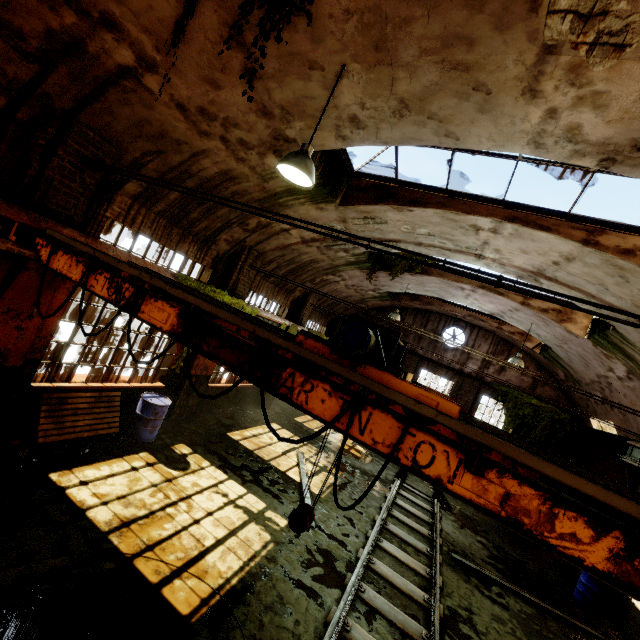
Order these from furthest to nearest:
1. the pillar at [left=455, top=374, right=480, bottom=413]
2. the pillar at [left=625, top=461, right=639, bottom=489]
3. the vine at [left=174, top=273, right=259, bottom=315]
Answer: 1. the pillar at [left=455, top=374, right=480, bottom=413]
2. the pillar at [left=625, top=461, right=639, bottom=489]
3. the vine at [left=174, top=273, right=259, bottom=315]

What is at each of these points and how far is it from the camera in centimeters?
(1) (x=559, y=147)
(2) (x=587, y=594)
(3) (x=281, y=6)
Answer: (1) building, 441cm
(2) barrel, 889cm
(3) vine, 278cm

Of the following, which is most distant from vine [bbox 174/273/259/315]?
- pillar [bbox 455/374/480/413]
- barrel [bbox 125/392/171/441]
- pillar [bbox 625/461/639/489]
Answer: pillar [bbox 625/461/639/489]

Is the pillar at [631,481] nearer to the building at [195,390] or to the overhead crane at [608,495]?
the building at [195,390]

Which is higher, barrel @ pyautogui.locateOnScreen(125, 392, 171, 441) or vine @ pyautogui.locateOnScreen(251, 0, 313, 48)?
vine @ pyautogui.locateOnScreen(251, 0, 313, 48)

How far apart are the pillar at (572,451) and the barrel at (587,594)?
5.36m

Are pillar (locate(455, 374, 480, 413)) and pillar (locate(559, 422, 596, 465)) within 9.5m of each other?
yes

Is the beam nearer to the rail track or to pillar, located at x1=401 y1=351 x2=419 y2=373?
the rail track
